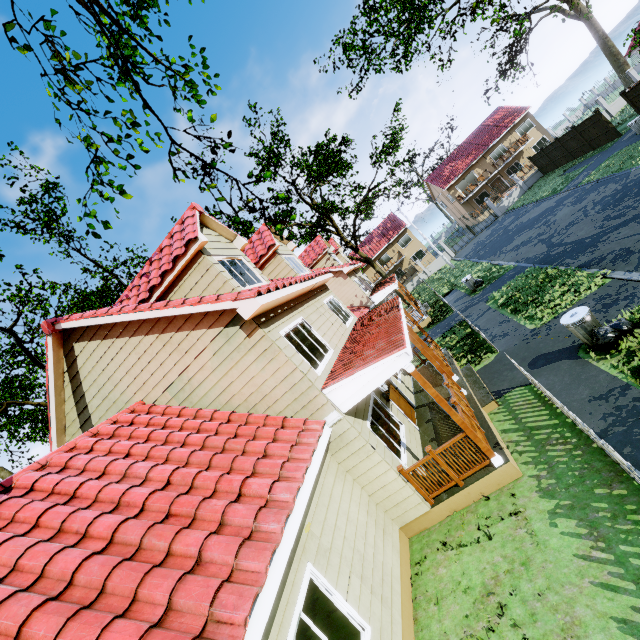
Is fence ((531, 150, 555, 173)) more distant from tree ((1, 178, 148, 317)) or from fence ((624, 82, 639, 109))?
tree ((1, 178, 148, 317))

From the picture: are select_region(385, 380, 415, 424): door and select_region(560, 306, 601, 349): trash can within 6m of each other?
yes

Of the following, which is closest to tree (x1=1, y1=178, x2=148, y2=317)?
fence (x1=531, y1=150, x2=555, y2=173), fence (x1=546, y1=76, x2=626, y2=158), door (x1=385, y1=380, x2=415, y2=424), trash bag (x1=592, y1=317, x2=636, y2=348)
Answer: fence (x1=546, y1=76, x2=626, y2=158)

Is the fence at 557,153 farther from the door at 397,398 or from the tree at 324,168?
the door at 397,398

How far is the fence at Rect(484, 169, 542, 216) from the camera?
33.9 meters

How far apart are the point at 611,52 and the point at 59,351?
54.83m

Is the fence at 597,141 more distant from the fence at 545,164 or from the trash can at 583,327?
the trash can at 583,327

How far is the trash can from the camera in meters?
7.6
